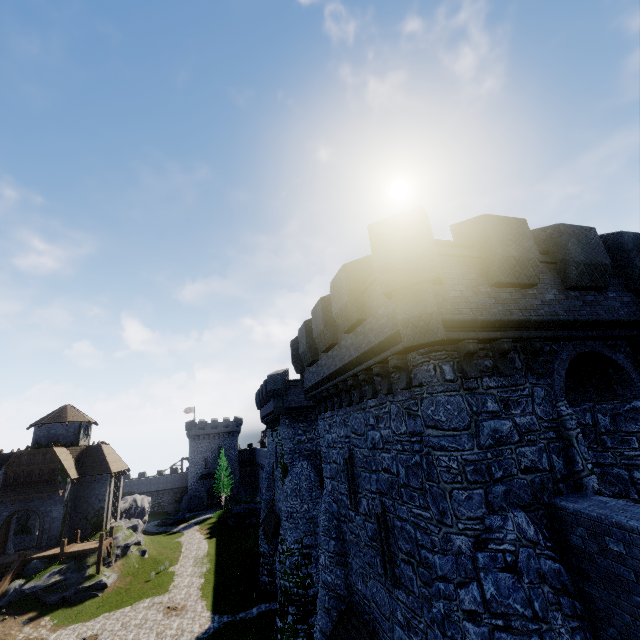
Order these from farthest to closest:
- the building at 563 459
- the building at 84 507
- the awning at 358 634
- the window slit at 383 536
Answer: the building at 84 507, the awning at 358 634, the window slit at 383 536, the building at 563 459

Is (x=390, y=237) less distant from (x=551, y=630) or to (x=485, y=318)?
(x=485, y=318)

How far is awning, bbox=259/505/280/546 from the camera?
23.84m

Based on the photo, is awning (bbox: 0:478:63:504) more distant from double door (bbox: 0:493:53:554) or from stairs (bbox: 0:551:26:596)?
stairs (bbox: 0:551:26:596)

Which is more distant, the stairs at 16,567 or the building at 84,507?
the building at 84,507

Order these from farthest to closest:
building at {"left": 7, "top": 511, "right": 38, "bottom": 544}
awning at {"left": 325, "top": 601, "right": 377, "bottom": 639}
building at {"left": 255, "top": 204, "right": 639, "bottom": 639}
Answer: building at {"left": 7, "top": 511, "right": 38, "bottom": 544} < awning at {"left": 325, "top": 601, "right": 377, "bottom": 639} < building at {"left": 255, "top": 204, "right": 639, "bottom": 639}

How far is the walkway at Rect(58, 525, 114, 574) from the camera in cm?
2867

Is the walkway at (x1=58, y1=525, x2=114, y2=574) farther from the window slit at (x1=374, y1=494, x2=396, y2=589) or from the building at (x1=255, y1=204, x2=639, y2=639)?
the window slit at (x1=374, y1=494, x2=396, y2=589)
